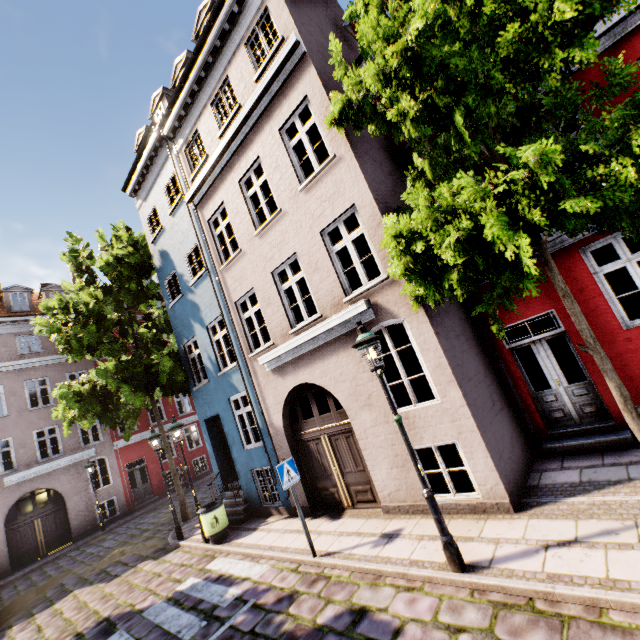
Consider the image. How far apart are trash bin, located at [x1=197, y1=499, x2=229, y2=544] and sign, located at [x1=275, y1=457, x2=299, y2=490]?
4.2m

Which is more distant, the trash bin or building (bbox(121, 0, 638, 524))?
the trash bin

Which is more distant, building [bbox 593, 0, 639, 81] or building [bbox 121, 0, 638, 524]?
building [bbox 121, 0, 638, 524]

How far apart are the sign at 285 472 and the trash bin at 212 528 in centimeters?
418cm

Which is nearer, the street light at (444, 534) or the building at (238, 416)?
the street light at (444, 534)

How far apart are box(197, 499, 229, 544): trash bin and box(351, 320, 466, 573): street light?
Result: 7.1m

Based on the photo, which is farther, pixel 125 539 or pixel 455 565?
pixel 125 539

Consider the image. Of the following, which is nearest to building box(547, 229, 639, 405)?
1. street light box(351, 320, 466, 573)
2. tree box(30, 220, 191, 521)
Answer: tree box(30, 220, 191, 521)
